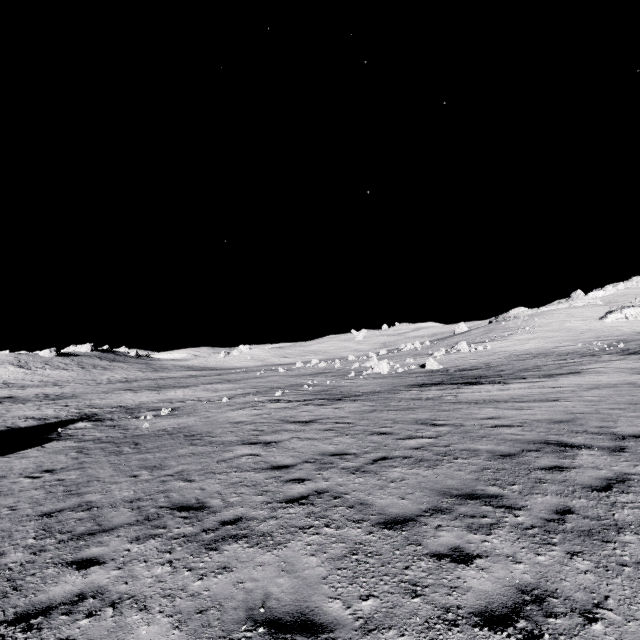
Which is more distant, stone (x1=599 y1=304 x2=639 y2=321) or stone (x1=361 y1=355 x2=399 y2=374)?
stone (x1=599 y1=304 x2=639 y2=321)

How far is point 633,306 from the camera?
58.44m

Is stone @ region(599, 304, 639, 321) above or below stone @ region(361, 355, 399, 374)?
above

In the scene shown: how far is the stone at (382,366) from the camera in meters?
36.9

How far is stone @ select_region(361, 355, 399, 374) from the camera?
36.9 meters

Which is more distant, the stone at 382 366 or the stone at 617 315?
the stone at 617 315
